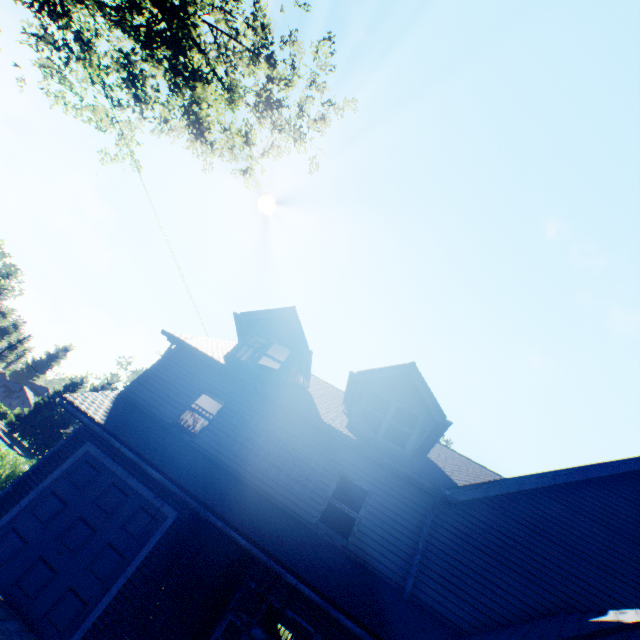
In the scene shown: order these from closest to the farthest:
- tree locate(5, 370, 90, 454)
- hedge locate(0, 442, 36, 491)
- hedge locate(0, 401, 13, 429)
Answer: hedge locate(0, 442, 36, 491) < tree locate(5, 370, 90, 454) < hedge locate(0, 401, 13, 429)

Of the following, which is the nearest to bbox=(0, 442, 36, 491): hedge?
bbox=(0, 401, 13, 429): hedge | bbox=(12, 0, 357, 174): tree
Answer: bbox=(12, 0, 357, 174): tree

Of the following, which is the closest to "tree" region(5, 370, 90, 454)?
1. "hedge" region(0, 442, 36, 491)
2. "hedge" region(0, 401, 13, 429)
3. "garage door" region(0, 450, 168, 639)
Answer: "hedge" region(0, 401, 13, 429)

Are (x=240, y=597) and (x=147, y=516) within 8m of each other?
no

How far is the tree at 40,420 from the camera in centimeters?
4638cm

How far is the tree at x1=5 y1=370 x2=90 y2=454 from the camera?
46.38m

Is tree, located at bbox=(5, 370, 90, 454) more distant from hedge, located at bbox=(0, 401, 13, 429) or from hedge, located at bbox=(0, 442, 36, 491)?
hedge, located at bbox=(0, 442, 36, 491)

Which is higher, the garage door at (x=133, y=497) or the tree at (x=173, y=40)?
the tree at (x=173, y=40)
